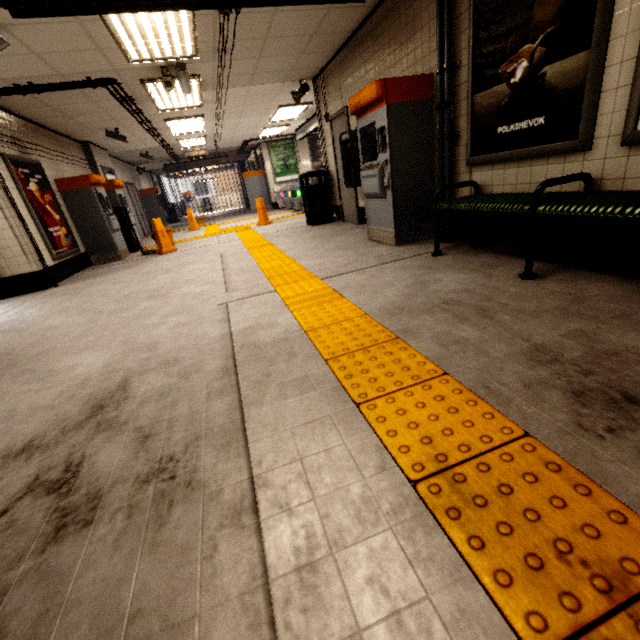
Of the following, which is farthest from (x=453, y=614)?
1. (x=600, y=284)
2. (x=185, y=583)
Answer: (x=600, y=284)

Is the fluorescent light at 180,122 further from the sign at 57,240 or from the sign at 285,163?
the sign at 285,163

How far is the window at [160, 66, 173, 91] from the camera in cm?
504

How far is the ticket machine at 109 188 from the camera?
6.9m

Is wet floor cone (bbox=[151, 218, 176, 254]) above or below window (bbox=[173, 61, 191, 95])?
below

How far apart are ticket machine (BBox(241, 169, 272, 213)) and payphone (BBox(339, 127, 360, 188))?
10.44m

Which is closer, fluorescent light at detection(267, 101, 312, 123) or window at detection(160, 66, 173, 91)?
window at detection(160, 66, 173, 91)

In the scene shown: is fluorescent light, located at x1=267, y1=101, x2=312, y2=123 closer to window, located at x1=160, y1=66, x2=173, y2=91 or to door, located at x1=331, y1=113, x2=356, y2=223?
door, located at x1=331, y1=113, x2=356, y2=223
